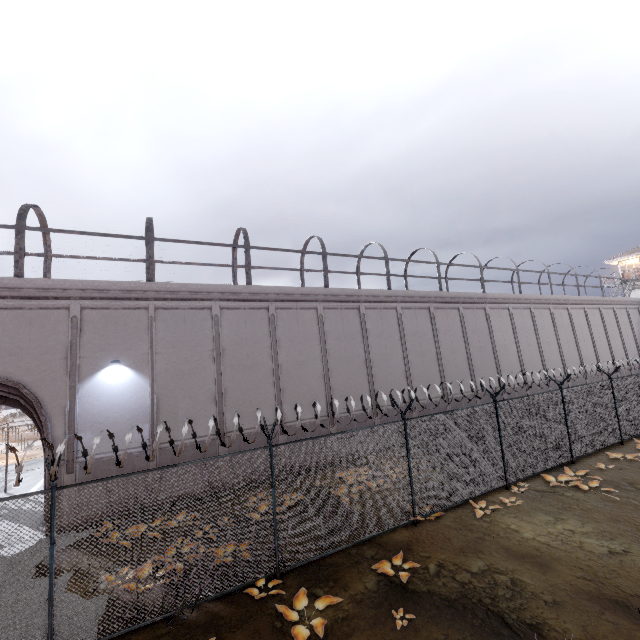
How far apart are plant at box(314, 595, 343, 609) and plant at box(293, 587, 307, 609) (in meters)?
0.17

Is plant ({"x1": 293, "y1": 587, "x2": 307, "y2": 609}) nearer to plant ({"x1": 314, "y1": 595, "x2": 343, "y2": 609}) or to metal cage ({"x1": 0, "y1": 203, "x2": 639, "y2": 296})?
plant ({"x1": 314, "y1": 595, "x2": 343, "y2": 609})

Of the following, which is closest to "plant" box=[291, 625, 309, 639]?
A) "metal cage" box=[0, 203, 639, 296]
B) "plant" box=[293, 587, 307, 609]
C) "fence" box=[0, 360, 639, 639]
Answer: "plant" box=[293, 587, 307, 609]

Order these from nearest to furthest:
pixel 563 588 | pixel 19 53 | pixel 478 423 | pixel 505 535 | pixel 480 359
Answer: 1. pixel 563 588
2. pixel 505 535
3. pixel 478 423
4. pixel 480 359
5. pixel 19 53

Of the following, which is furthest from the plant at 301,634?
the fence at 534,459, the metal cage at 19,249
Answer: the metal cage at 19,249

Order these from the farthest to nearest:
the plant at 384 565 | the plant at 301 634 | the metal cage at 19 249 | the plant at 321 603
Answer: the metal cage at 19 249
the plant at 384 565
the plant at 321 603
the plant at 301 634

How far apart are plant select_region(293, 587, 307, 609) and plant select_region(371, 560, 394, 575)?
1.64m

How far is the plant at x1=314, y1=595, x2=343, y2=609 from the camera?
6.0m
